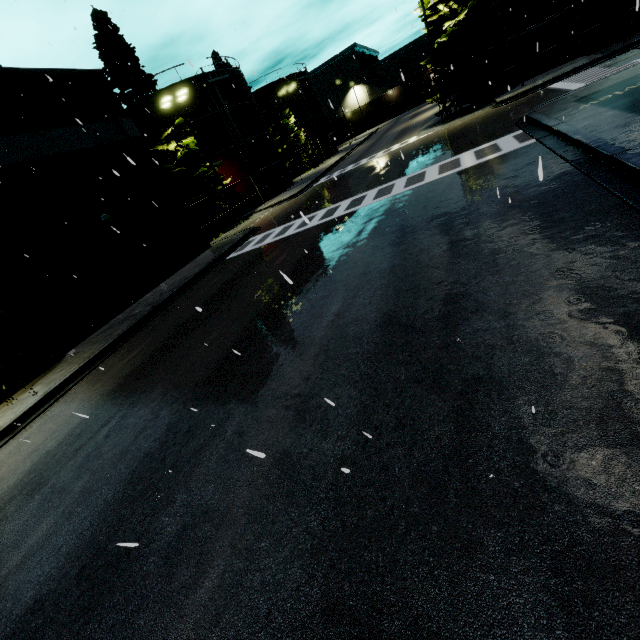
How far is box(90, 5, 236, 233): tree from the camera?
23.2 meters

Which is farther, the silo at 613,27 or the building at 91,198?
the silo at 613,27

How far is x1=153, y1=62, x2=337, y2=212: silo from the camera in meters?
29.6 m

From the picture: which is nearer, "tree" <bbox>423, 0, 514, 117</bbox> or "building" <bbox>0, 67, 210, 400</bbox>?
"building" <bbox>0, 67, 210, 400</bbox>

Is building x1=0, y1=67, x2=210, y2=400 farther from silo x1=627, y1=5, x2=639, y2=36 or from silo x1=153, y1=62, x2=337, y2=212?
silo x1=153, y1=62, x2=337, y2=212

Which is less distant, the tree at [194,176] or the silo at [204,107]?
the tree at [194,176]

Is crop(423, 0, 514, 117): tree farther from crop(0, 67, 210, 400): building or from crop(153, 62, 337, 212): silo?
crop(153, 62, 337, 212): silo

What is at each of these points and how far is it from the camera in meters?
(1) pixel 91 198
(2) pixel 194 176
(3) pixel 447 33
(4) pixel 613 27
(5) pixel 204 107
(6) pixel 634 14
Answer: (1) building, 16.3
(2) tree, 28.4
(3) tree, 21.3
(4) silo, 20.2
(5) silo, 29.8
(6) silo, 19.4
